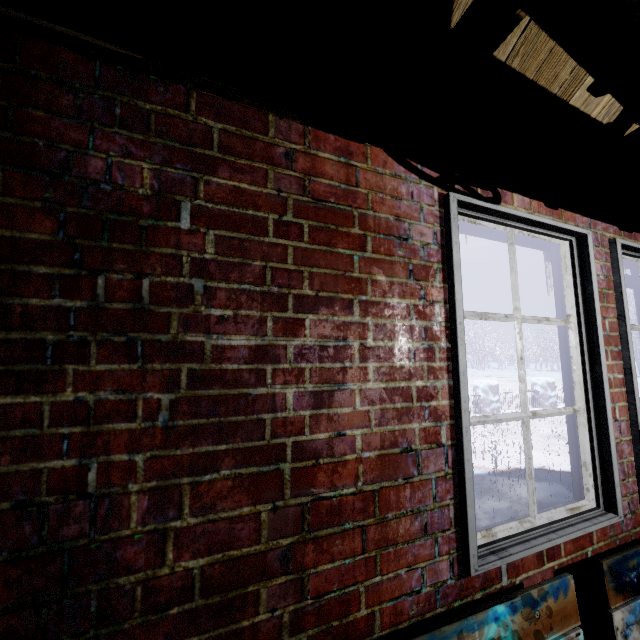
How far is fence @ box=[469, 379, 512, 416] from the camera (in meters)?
7.73

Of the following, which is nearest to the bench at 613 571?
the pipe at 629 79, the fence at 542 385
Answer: the pipe at 629 79

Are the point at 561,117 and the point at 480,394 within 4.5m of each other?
no

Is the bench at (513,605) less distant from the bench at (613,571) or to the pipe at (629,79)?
the bench at (613,571)

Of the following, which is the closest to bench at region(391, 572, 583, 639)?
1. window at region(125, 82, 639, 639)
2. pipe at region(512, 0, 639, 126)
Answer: window at region(125, 82, 639, 639)

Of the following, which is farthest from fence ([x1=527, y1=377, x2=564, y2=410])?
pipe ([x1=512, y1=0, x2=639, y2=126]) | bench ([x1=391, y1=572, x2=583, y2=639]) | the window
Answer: pipe ([x1=512, y1=0, x2=639, y2=126])

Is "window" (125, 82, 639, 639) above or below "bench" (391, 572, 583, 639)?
above

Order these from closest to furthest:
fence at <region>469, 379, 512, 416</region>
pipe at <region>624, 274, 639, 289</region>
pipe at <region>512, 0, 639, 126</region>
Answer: pipe at <region>512, 0, 639, 126</region>
pipe at <region>624, 274, 639, 289</region>
fence at <region>469, 379, 512, 416</region>
